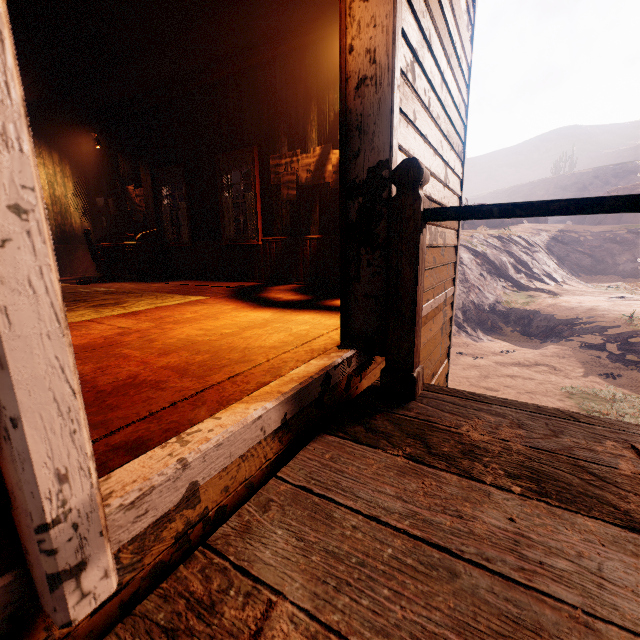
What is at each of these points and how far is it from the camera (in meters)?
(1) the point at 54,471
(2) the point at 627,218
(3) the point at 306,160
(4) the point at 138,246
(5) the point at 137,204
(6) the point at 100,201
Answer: (1) building, 0.52
(2) instancedfoliageactor, 39.75
(3) poster, 5.38
(4) desk, 7.19
(5) poster, 7.99
(6) photos, 8.79

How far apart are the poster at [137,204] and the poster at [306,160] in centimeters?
393cm

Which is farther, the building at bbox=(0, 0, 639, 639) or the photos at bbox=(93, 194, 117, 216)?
the photos at bbox=(93, 194, 117, 216)

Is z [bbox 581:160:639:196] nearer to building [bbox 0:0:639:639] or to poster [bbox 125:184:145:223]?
building [bbox 0:0:639:639]

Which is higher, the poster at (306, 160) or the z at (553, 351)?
the poster at (306, 160)

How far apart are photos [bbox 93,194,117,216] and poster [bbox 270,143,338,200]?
5.7 meters

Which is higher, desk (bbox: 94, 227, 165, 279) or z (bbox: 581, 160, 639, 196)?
z (bbox: 581, 160, 639, 196)

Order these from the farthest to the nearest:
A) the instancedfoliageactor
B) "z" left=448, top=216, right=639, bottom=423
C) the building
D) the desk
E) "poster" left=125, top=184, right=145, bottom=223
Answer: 1. the instancedfoliageactor
2. "z" left=448, top=216, right=639, bottom=423
3. "poster" left=125, top=184, right=145, bottom=223
4. the desk
5. the building
